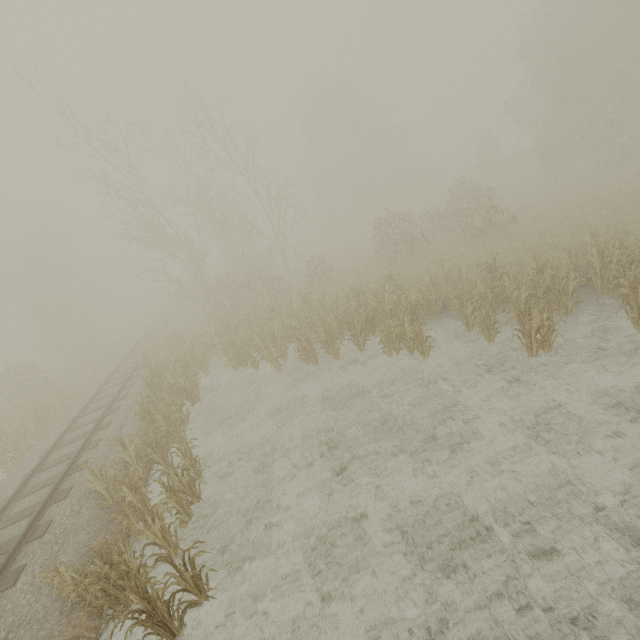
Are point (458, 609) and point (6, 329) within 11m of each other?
no
